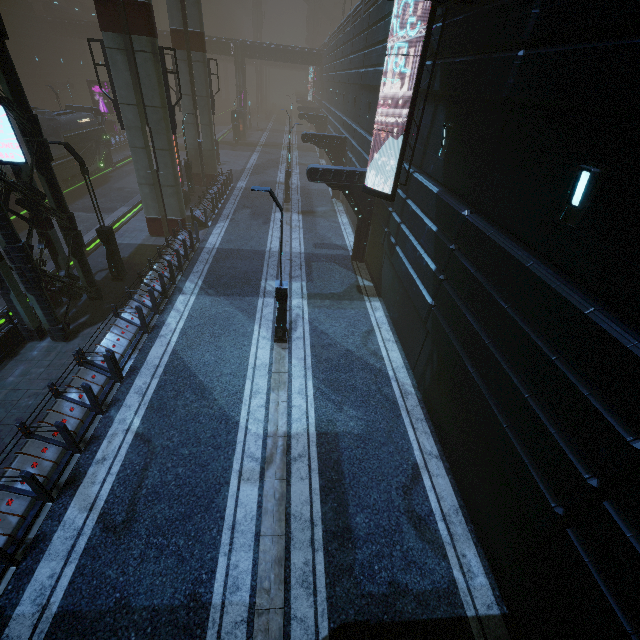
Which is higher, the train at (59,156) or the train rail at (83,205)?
the train at (59,156)

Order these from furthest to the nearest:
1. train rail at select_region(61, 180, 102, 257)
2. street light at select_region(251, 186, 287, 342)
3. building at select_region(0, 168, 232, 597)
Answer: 1. train rail at select_region(61, 180, 102, 257)
2. street light at select_region(251, 186, 287, 342)
3. building at select_region(0, 168, 232, 597)

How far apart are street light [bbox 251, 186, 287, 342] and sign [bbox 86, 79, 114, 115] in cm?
4199

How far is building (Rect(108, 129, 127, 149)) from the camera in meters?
36.9 m

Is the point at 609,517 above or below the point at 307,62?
below

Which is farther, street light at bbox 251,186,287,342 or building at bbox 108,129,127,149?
building at bbox 108,129,127,149

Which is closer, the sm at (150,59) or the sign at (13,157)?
the sign at (13,157)

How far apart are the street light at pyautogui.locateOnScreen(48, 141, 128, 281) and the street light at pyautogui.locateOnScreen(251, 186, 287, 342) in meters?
7.6
